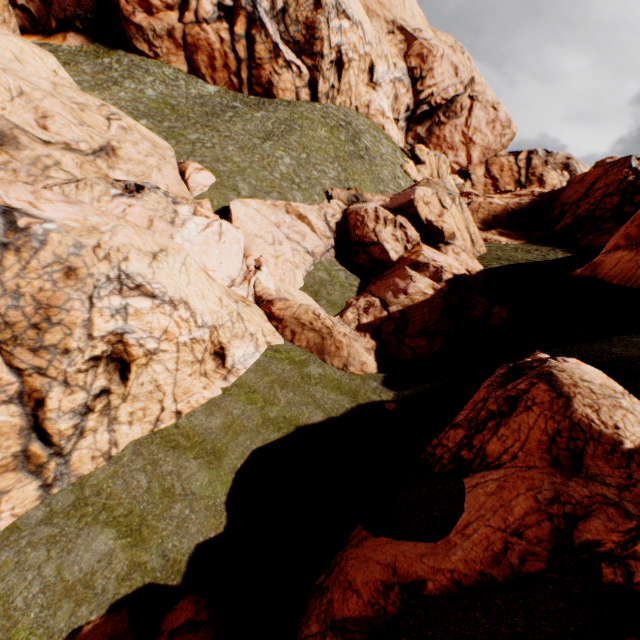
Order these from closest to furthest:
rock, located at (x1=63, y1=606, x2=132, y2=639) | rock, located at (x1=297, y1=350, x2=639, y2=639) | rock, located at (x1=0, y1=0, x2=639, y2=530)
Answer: rock, located at (x1=297, y1=350, x2=639, y2=639)
rock, located at (x1=63, y1=606, x2=132, y2=639)
rock, located at (x1=0, y1=0, x2=639, y2=530)

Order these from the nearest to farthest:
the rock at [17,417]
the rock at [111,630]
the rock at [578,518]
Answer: the rock at [578,518] < the rock at [111,630] < the rock at [17,417]

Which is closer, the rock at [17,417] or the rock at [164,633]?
the rock at [164,633]

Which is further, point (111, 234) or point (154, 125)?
point (154, 125)

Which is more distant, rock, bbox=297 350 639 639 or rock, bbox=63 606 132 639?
rock, bbox=63 606 132 639
